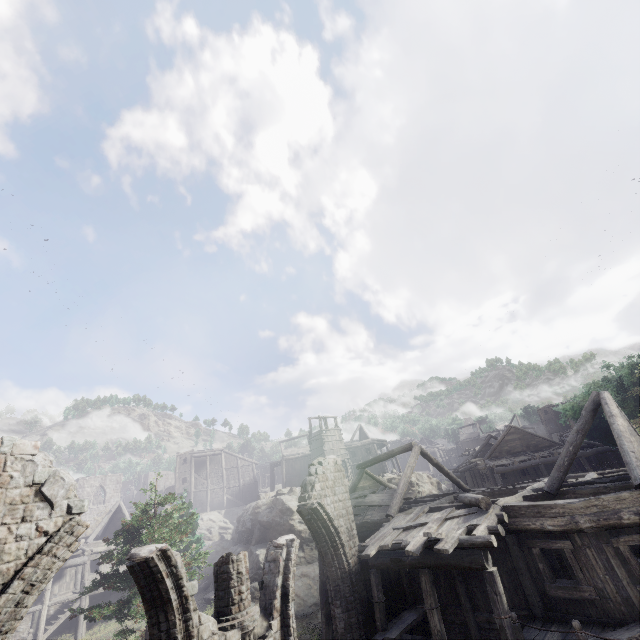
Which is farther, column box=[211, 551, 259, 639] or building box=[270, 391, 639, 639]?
building box=[270, 391, 639, 639]

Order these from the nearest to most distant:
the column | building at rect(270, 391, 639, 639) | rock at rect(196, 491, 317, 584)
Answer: the column
building at rect(270, 391, 639, 639)
rock at rect(196, 491, 317, 584)

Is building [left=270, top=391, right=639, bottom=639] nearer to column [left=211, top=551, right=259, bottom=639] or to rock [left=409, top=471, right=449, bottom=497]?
rock [left=409, top=471, right=449, bottom=497]

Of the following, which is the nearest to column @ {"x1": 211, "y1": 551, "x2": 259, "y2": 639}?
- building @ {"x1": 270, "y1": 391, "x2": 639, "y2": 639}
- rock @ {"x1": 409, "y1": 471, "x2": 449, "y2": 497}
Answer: building @ {"x1": 270, "y1": 391, "x2": 639, "y2": 639}

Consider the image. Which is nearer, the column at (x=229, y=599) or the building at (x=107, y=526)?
the column at (x=229, y=599)

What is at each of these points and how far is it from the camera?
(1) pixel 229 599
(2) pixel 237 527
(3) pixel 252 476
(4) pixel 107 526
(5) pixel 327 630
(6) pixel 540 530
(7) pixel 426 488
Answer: (1) column, 8.50m
(2) rock, 33.78m
(3) building, 53.16m
(4) building, 34.09m
(5) building, 15.13m
(6) building, 10.59m
(7) rock, 38.97m

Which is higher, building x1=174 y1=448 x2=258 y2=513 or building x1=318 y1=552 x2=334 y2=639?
building x1=174 y1=448 x2=258 y2=513

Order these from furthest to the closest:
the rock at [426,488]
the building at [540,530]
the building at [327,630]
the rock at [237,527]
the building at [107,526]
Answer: the rock at [426,488] → the rock at [237,527] → the building at [107,526] → the building at [327,630] → the building at [540,530]
